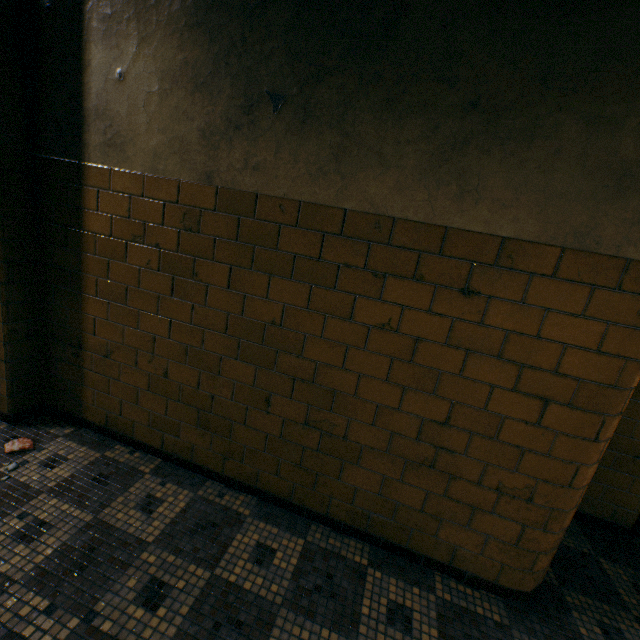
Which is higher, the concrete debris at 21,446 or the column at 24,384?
the column at 24,384

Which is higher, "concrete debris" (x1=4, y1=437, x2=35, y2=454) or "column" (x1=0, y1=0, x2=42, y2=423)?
"column" (x1=0, y1=0, x2=42, y2=423)

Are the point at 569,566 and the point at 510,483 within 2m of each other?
yes
